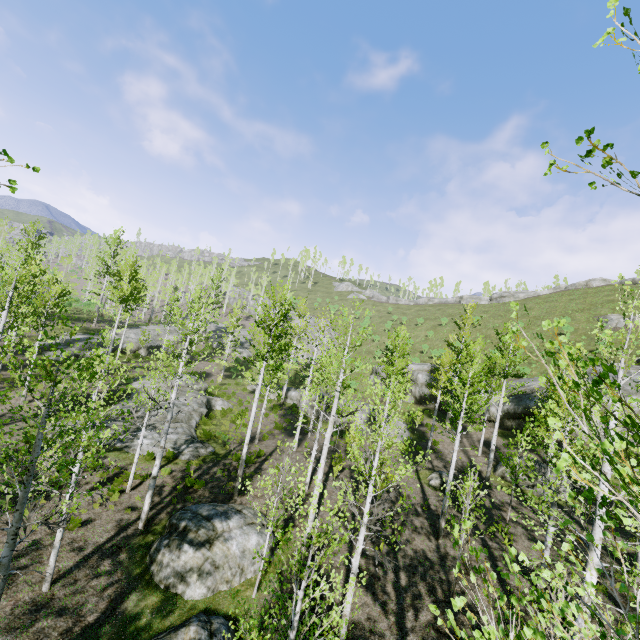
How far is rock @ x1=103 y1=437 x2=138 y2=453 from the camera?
17.28m

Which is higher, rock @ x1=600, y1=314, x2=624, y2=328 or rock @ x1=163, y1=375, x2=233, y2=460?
rock @ x1=600, y1=314, x2=624, y2=328

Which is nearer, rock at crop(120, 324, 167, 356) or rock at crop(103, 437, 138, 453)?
rock at crop(103, 437, 138, 453)

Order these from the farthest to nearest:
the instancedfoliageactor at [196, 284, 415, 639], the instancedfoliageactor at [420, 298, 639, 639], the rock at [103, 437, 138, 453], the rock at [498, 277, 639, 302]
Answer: the rock at [498, 277, 639, 302]
the rock at [103, 437, 138, 453]
the instancedfoliageactor at [196, 284, 415, 639]
the instancedfoliageactor at [420, 298, 639, 639]

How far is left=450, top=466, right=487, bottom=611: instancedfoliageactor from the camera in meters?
3.0

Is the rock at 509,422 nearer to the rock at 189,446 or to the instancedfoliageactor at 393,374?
the instancedfoliageactor at 393,374

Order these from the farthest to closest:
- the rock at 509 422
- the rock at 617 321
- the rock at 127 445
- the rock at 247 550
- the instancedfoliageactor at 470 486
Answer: the rock at 617 321 → the rock at 509 422 → the rock at 127 445 → the rock at 247 550 → the instancedfoliageactor at 470 486

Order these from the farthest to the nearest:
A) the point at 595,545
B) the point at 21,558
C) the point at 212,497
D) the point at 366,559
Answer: the point at 212,497, the point at 366,559, the point at 21,558, the point at 595,545
